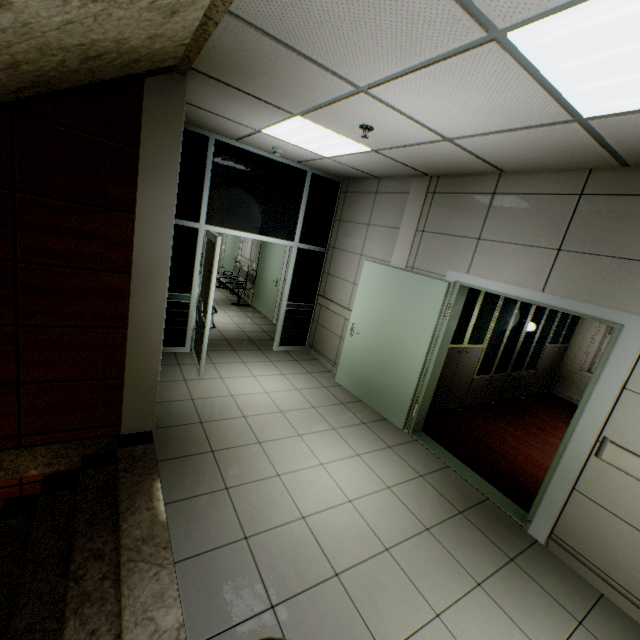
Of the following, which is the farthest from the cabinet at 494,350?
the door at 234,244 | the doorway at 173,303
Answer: the door at 234,244

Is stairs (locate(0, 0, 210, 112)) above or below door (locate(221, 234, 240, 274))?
above

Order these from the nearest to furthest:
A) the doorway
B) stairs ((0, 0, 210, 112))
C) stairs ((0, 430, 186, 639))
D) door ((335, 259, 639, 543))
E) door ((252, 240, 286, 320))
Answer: stairs ((0, 0, 210, 112)) → stairs ((0, 430, 186, 639)) → door ((335, 259, 639, 543)) → the doorway → door ((252, 240, 286, 320))

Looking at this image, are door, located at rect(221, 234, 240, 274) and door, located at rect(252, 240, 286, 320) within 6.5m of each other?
yes

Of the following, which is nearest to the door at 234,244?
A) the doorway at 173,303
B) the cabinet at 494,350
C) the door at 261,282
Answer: the door at 261,282

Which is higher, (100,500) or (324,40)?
(324,40)

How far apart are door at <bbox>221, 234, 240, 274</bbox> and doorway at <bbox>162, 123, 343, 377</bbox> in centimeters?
484cm

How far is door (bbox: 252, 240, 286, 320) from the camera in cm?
769
